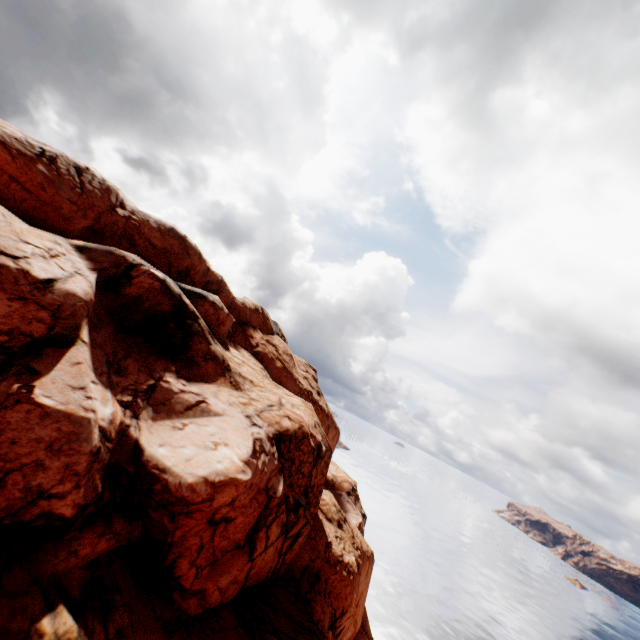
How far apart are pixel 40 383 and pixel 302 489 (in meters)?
14.00
